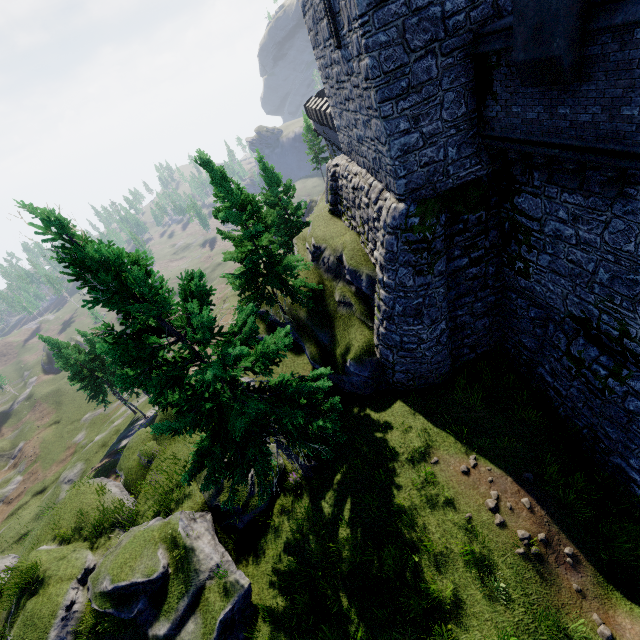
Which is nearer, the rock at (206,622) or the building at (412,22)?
A: the building at (412,22)

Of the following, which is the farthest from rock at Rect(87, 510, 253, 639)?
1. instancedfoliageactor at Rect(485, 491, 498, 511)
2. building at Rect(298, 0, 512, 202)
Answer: building at Rect(298, 0, 512, 202)

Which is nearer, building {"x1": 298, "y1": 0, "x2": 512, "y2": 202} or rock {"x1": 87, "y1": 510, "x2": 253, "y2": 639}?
building {"x1": 298, "y1": 0, "x2": 512, "y2": 202}

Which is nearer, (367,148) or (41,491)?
(367,148)

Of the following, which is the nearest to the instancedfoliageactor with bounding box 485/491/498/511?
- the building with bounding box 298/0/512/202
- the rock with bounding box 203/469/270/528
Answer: the rock with bounding box 203/469/270/528

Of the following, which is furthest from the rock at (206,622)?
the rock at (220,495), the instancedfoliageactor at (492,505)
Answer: the instancedfoliageactor at (492,505)

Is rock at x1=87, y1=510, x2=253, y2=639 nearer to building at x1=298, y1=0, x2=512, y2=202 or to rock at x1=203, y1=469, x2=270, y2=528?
rock at x1=203, y1=469, x2=270, y2=528

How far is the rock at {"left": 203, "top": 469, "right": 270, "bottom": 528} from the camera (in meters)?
13.11
